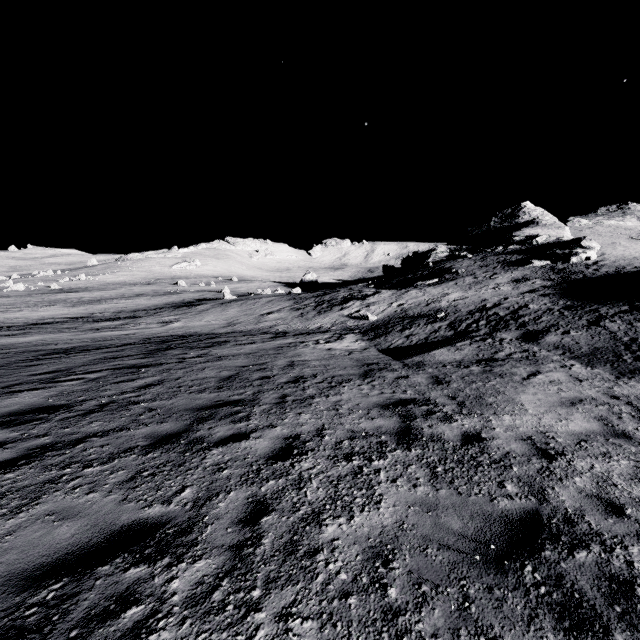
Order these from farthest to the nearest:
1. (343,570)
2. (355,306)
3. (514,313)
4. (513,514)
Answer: (355,306) < (514,313) < (513,514) < (343,570)
